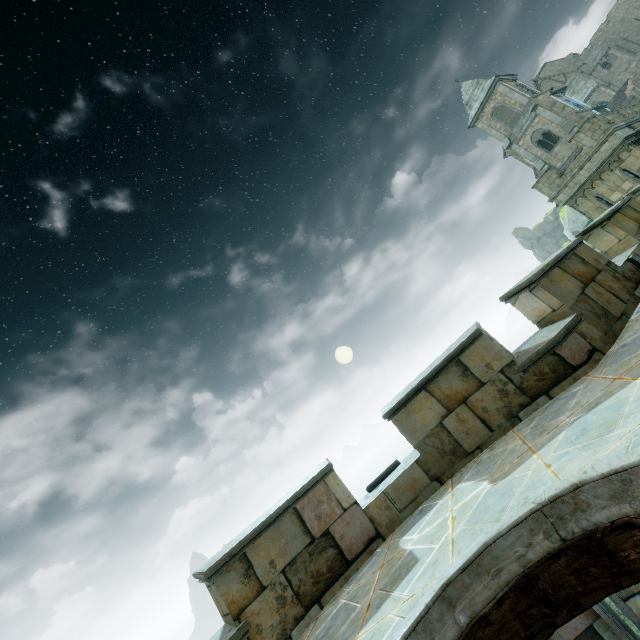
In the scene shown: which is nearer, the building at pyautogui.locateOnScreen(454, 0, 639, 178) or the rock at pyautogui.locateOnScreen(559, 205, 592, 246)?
the building at pyautogui.locateOnScreen(454, 0, 639, 178)

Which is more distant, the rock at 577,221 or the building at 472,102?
the rock at 577,221

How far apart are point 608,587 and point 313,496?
3.9 meters

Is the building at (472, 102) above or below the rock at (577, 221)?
above

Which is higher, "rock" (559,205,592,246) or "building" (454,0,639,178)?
"building" (454,0,639,178)

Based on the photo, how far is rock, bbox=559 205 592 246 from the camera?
41.3 meters
